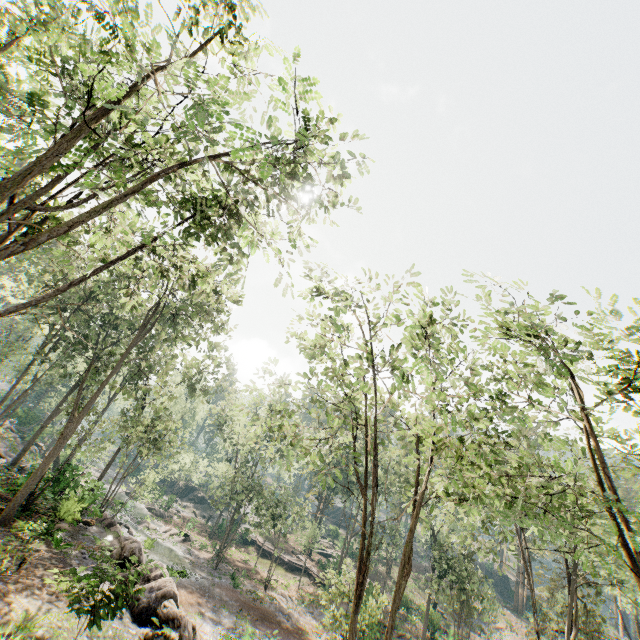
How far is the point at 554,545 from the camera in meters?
27.9

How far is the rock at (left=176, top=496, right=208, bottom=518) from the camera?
56.2 meters

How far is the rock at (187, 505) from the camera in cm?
5625

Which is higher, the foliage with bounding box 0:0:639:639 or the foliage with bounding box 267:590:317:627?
the foliage with bounding box 0:0:639:639

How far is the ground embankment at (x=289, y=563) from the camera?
42.50m

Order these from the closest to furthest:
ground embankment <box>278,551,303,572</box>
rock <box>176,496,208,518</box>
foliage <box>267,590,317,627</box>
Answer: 1. foliage <box>267,590,317,627</box>
2. ground embankment <box>278,551,303,572</box>
3. rock <box>176,496,208,518</box>

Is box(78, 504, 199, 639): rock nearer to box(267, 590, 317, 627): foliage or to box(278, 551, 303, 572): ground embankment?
box(267, 590, 317, 627): foliage

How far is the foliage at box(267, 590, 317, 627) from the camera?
27.6 meters
